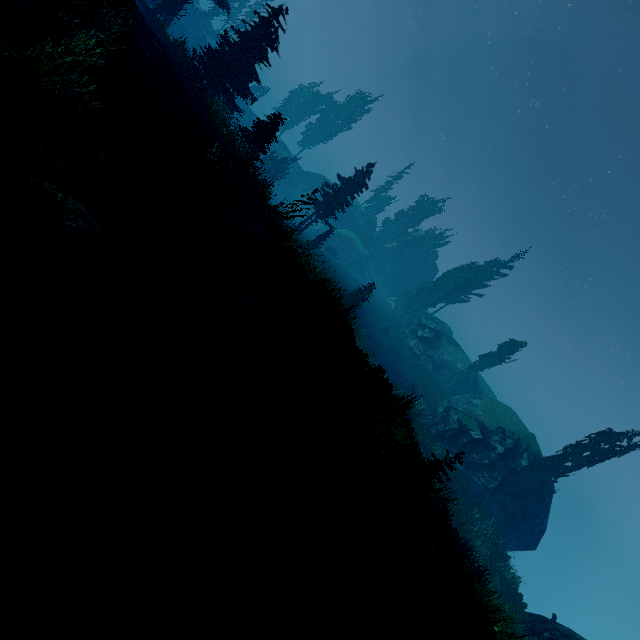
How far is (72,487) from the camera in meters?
3.6

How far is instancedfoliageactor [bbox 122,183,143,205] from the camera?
7.71m

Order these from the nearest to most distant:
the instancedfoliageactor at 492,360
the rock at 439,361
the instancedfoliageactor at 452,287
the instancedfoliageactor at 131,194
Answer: the instancedfoliageactor at 131,194, the instancedfoliageactor at 492,360, the rock at 439,361, the instancedfoliageactor at 452,287

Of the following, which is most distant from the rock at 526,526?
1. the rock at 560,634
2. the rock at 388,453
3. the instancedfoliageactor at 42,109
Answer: the rock at 388,453

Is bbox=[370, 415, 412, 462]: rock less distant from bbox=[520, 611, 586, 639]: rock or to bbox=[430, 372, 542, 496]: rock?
bbox=[520, 611, 586, 639]: rock

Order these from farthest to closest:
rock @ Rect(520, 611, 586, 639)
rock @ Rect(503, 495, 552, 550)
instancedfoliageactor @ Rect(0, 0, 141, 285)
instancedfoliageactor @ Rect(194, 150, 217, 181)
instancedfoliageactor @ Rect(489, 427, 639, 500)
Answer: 1. rock @ Rect(503, 495, 552, 550)
2. instancedfoliageactor @ Rect(489, 427, 639, 500)
3. rock @ Rect(520, 611, 586, 639)
4. instancedfoliageactor @ Rect(194, 150, 217, 181)
5. instancedfoliageactor @ Rect(0, 0, 141, 285)

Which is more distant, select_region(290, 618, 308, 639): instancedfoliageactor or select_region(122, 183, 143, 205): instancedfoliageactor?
select_region(122, 183, 143, 205): instancedfoliageactor
